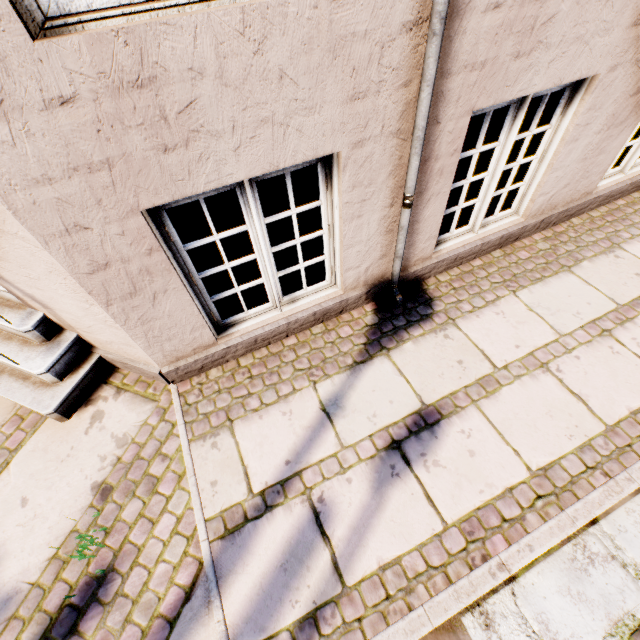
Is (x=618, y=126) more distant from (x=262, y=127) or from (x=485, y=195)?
(x=262, y=127)
